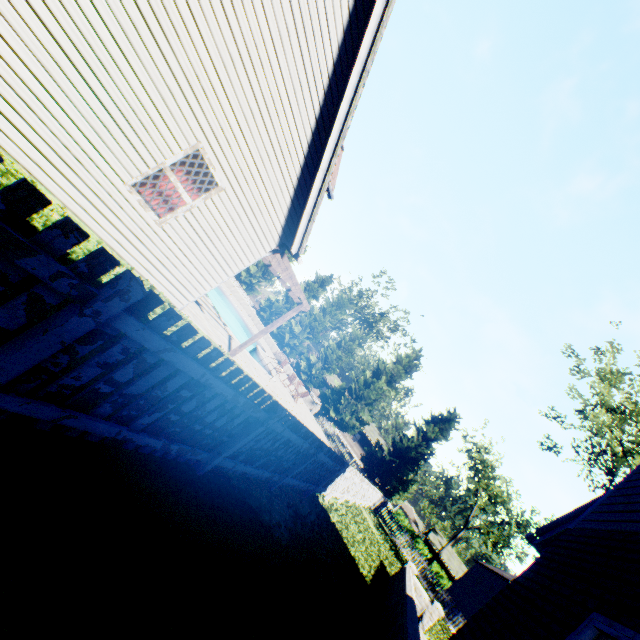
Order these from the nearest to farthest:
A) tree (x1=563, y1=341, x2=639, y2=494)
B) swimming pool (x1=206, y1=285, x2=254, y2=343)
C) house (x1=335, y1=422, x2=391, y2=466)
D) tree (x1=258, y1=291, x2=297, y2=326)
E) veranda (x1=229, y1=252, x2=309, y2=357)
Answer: veranda (x1=229, y1=252, x2=309, y2=357) → tree (x1=563, y1=341, x2=639, y2=494) → swimming pool (x1=206, y1=285, x2=254, y2=343) → tree (x1=258, y1=291, x2=297, y2=326) → house (x1=335, y1=422, x2=391, y2=466)

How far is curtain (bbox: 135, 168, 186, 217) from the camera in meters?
6.2

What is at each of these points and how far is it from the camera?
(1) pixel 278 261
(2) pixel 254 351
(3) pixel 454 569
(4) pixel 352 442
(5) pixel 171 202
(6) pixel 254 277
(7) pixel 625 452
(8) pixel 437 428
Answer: (1) veranda, 10.3m
(2) swimming pool, 22.1m
(3) house, 47.0m
(4) house, 52.2m
(5) curtain, 6.7m
(6) tree, 43.6m
(7) tree, 19.2m
(8) tree, 31.9m

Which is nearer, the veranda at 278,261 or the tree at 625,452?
the veranda at 278,261

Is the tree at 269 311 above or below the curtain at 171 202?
above

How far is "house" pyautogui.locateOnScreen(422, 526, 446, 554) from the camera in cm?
4852

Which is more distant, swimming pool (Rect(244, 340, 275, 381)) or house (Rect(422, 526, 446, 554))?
house (Rect(422, 526, 446, 554))

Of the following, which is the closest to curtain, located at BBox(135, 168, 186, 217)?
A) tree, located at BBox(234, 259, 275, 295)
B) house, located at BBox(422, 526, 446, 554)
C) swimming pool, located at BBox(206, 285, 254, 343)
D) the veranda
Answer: the veranda
